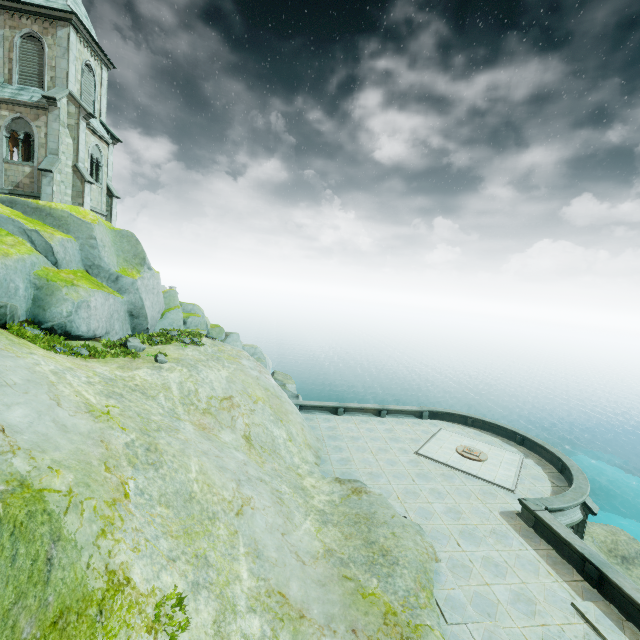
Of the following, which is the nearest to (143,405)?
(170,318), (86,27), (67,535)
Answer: (67,535)

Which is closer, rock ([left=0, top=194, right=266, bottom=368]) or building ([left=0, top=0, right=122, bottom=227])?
rock ([left=0, top=194, right=266, bottom=368])

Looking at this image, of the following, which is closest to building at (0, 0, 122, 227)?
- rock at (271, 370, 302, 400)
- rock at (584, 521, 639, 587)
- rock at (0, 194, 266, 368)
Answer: rock at (0, 194, 266, 368)

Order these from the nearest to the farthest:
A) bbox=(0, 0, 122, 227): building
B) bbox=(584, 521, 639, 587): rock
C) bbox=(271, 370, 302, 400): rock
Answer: bbox=(0, 0, 122, 227): building, bbox=(584, 521, 639, 587): rock, bbox=(271, 370, 302, 400): rock

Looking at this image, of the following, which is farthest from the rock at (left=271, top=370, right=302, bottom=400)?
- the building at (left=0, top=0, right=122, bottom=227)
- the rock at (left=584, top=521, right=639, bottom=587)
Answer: the rock at (left=584, top=521, right=639, bottom=587)

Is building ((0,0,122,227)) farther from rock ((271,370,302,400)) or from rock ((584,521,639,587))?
rock ((584,521,639,587))

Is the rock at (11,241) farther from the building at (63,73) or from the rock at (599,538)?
the rock at (599,538)

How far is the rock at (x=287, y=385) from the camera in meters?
28.3 m
